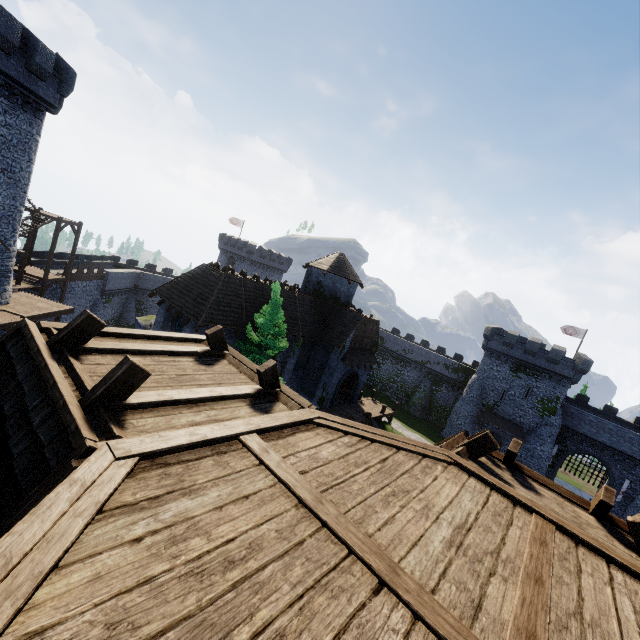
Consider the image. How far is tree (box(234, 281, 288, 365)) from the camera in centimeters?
2003cm

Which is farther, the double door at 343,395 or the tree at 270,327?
the double door at 343,395

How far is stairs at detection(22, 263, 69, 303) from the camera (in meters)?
29.90

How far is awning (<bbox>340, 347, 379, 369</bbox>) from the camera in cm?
2806

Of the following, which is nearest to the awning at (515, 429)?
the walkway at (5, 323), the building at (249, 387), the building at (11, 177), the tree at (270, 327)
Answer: the building at (249, 387)

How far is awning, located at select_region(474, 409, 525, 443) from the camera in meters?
40.1 m

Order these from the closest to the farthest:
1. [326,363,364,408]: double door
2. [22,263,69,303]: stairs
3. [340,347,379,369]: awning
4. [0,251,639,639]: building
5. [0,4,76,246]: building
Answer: [0,251,639,639]: building < [0,4,76,246]: building < [340,347,379,369]: awning < [326,363,364,408]: double door < [22,263,69,303]: stairs

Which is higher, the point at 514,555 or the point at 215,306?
the point at 514,555
